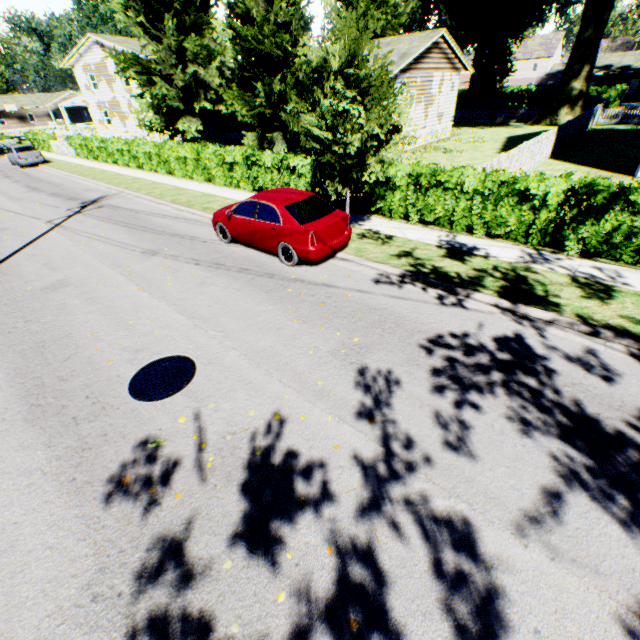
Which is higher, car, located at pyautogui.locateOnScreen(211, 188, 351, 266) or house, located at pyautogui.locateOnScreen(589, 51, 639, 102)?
house, located at pyautogui.locateOnScreen(589, 51, 639, 102)

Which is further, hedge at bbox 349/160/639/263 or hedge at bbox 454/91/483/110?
hedge at bbox 454/91/483/110

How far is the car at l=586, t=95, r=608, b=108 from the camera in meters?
36.3

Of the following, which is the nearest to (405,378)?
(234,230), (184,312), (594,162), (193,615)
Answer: (193,615)

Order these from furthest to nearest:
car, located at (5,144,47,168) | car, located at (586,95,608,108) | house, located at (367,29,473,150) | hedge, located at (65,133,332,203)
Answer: car, located at (586,95,608,108) → car, located at (5,144,47,168) → house, located at (367,29,473,150) → hedge, located at (65,133,332,203)

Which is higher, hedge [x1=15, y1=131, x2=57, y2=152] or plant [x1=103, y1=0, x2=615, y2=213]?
plant [x1=103, y1=0, x2=615, y2=213]

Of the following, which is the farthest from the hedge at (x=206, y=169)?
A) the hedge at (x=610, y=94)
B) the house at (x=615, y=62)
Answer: the house at (x=615, y=62)

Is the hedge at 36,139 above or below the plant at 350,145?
below
